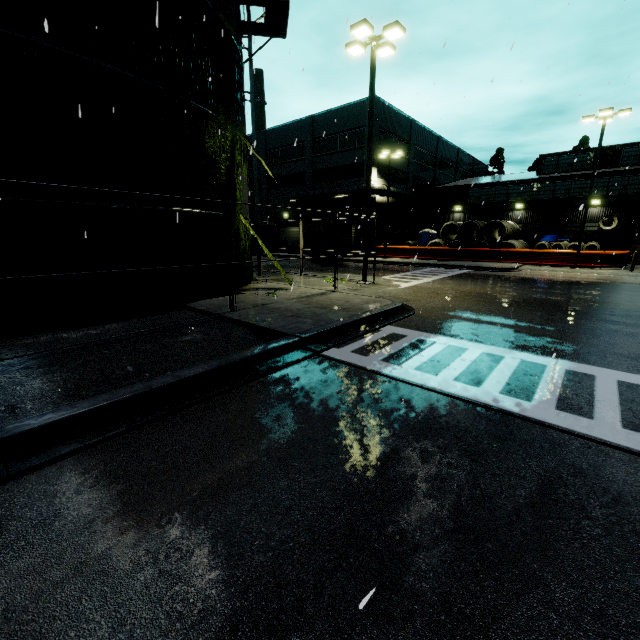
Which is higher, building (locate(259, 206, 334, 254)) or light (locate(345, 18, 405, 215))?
light (locate(345, 18, 405, 215))

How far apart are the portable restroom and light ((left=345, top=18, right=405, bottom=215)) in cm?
2268

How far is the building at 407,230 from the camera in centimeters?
3039cm

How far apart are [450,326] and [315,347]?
4.1 meters

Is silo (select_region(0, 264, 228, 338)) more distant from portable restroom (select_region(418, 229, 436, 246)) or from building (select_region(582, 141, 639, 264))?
portable restroom (select_region(418, 229, 436, 246))

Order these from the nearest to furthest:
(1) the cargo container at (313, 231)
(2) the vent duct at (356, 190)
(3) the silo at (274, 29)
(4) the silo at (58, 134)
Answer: (4) the silo at (58, 134) → (3) the silo at (274, 29) → (1) the cargo container at (313, 231) → (2) the vent duct at (356, 190)

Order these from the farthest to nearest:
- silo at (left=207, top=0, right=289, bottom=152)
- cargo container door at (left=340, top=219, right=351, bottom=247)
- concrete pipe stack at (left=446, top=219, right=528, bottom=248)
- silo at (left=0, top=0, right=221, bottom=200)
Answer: concrete pipe stack at (left=446, top=219, right=528, bottom=248)
cargo container door at (left=340, top=219, right=351, bottom=247)
silo at (left=207, top=0, right=289, bottom=152)
silo at (left=0, top=0, right=221, bottom=200)

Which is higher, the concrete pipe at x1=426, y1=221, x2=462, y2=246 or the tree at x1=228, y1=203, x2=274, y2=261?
the concrete pipe at x1=426, y1=221, x2=462, y2=246
